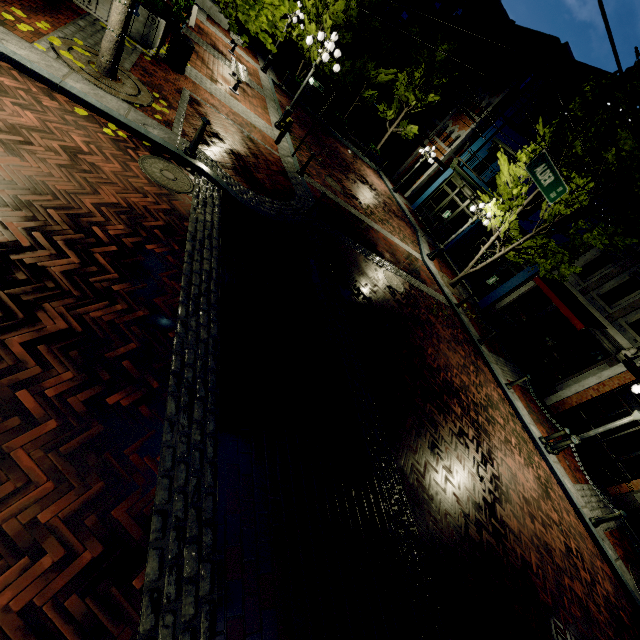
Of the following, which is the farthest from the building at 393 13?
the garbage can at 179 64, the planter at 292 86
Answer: the garbage can at 179 64

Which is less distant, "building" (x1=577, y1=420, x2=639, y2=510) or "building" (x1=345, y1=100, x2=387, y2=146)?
"building" (x1=577, y1=420, x2=639, y2=510)

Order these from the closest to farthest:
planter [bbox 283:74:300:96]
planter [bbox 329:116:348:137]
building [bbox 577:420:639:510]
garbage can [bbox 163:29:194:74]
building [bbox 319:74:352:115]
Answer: garbage can [bbox 163:29:194:74] → building [bbox 577:420:639:510] → planter [bbox 283:74:300:96] → planter [bbox 329:116:348:137] → building [bbox 319:74:352:115]

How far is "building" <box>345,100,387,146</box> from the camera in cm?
2953

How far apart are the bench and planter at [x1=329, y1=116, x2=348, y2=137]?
9.48m

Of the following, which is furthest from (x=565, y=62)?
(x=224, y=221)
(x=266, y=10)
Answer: (x=224, y=221)

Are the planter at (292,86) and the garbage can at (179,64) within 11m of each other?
no

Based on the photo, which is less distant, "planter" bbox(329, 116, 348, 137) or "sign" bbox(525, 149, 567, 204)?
"sign" bbox(525, 149, 567, 204)
